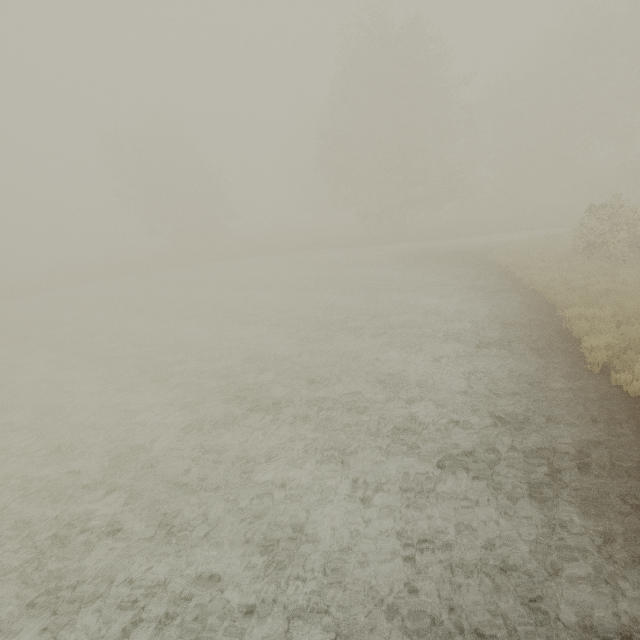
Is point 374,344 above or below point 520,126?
below
